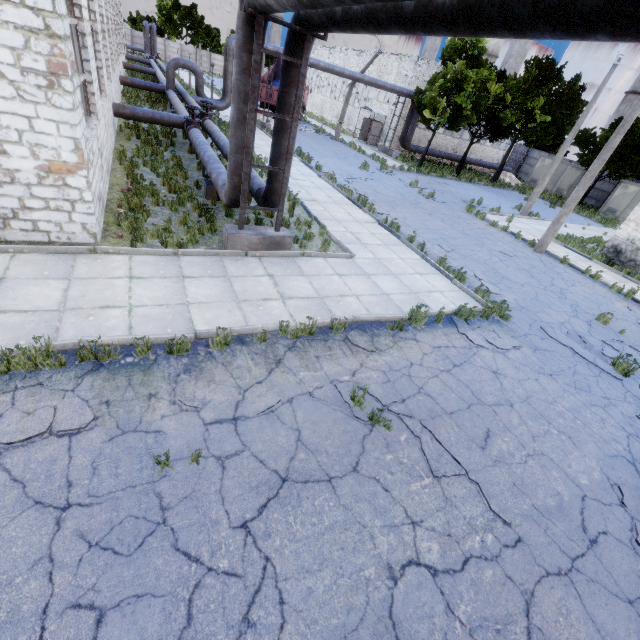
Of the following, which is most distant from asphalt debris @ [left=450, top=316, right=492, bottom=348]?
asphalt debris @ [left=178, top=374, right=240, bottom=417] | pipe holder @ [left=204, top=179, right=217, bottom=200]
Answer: pipe holder @ [left=204, top=179, right=217, bottom=200]

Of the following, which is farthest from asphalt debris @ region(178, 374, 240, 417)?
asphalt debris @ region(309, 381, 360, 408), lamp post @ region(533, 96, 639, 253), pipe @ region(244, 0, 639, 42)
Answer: lamp post @ region(533, 96, 639, 253)

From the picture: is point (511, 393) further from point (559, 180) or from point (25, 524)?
point (559, 180)

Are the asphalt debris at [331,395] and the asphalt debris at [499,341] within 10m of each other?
yes

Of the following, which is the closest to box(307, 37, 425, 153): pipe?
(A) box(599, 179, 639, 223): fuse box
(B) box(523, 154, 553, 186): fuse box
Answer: (B) box(523, 154, 553, 186): fuse box

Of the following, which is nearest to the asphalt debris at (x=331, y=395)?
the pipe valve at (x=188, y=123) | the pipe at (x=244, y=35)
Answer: the pipe valve at (x=188, y=123)

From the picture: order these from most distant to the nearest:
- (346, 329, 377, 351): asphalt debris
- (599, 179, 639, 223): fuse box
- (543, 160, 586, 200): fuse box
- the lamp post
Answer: (543, 160, 586, 200): fuse box < (599, 179, 639, 223): fuse box < the lamp post < (346, 329, 377, 351): asphalt debris

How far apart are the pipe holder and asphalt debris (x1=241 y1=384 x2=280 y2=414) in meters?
8.1 m
